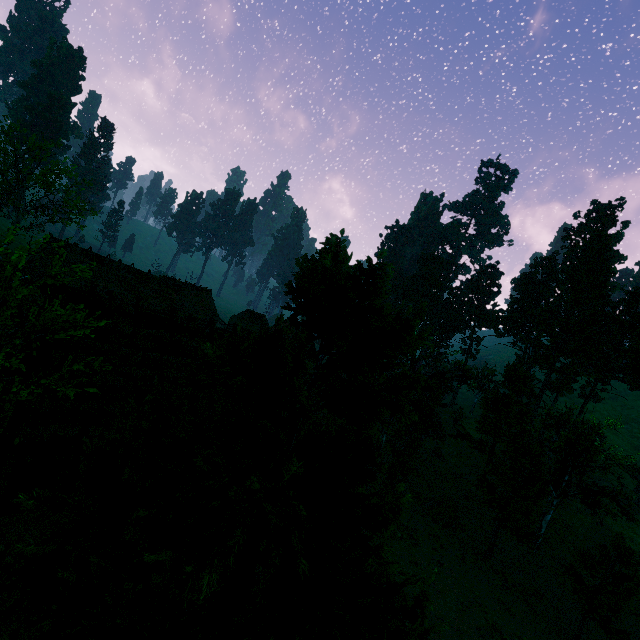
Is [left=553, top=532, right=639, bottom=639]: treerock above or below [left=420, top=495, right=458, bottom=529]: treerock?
above

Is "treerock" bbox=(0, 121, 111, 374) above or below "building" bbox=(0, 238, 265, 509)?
above

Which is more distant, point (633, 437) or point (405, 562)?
point (633, 437)

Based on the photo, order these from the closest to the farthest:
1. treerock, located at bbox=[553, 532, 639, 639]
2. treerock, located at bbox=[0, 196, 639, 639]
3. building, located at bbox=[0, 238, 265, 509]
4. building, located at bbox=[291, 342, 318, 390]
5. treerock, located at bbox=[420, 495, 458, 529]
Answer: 1. treerock, located at bbox=[0, 196, 639, 639]
2. building, located at bbox=[0, 238, 265, 509]
3. treerock, located at bbox=[553, 532, 639, 639]
4. treerock, located at bbox=[420, 495, 458, 529]
5. building, located at bbox=[291, 342, 318, 390]

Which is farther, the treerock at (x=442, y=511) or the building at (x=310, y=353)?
the building at (x=310, y=353)

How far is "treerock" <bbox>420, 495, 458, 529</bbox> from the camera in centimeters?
2439cm

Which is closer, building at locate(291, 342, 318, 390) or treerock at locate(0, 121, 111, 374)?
treerock at locate(0, 121, 111, 374)

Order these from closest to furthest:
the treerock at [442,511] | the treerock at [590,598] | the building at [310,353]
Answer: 1. the treerock at [590,598]
2. the treerock at [442,511]
3. the building at [310,353]
